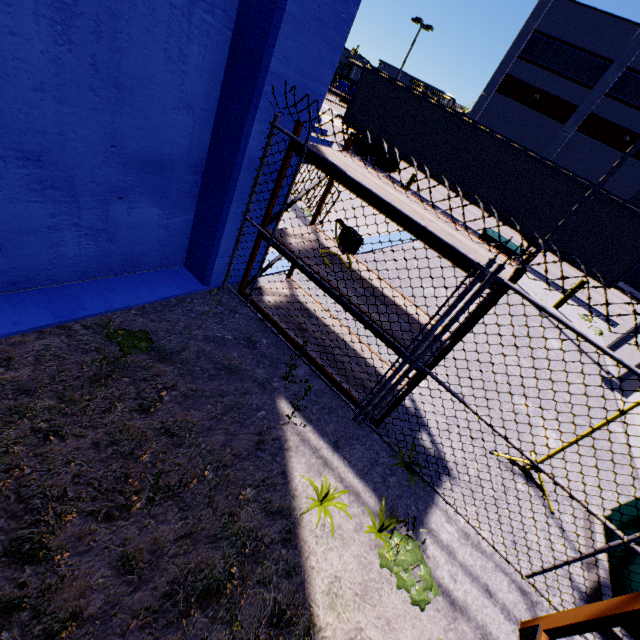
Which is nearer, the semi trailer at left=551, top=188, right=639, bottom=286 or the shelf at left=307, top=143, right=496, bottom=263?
the shelf at left=307, top=143, right=496, bottom=263

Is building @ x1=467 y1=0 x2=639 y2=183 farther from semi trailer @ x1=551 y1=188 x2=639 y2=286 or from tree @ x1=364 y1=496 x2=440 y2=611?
tree @ x1=364 y1=496 x2=440 y2=611

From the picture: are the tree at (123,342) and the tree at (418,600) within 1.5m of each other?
no

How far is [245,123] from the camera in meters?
3.1 m

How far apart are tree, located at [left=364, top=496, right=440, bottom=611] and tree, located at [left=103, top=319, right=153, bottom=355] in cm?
257

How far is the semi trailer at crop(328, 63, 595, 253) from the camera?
13.54m

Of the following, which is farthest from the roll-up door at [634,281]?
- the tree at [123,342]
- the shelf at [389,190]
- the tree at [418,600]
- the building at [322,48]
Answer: the tree at [123,342]

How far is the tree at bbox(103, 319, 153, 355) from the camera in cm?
300
